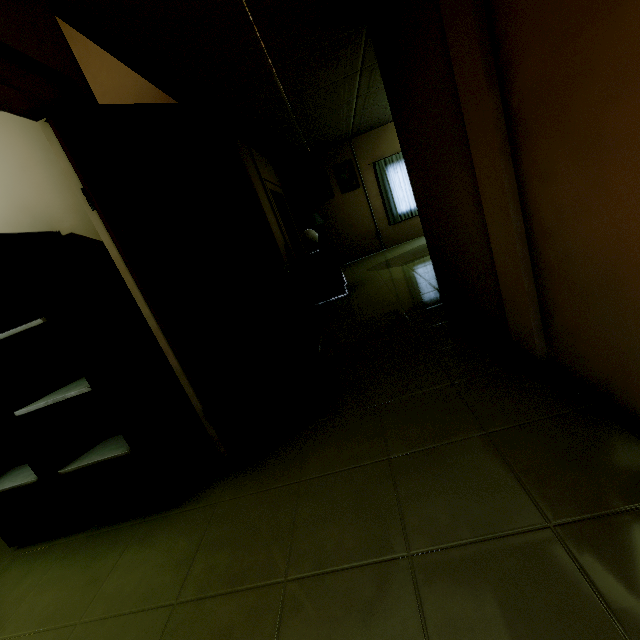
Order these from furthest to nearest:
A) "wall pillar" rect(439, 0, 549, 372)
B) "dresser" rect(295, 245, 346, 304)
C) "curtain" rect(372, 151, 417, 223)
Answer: "curtain" rect(372, 151, 417, 223)
"dresser" rect(295, 245, 346, 304)
"wall pillar" rect(439, 0, 549, 372)

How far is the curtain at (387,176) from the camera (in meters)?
7.85

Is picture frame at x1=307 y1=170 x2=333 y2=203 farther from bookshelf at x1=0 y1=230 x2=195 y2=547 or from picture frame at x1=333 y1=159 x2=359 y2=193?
bookshelf at x1=0 y1=230 x2=195 y2=547

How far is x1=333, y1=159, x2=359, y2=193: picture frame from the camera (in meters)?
7.96

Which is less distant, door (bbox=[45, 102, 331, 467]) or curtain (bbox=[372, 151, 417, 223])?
door (bbox=[45, 102, 331, 467])

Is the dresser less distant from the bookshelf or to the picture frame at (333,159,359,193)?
the picture frame at (333,159,359,193)

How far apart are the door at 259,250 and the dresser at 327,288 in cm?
292

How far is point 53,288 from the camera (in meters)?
1.61
